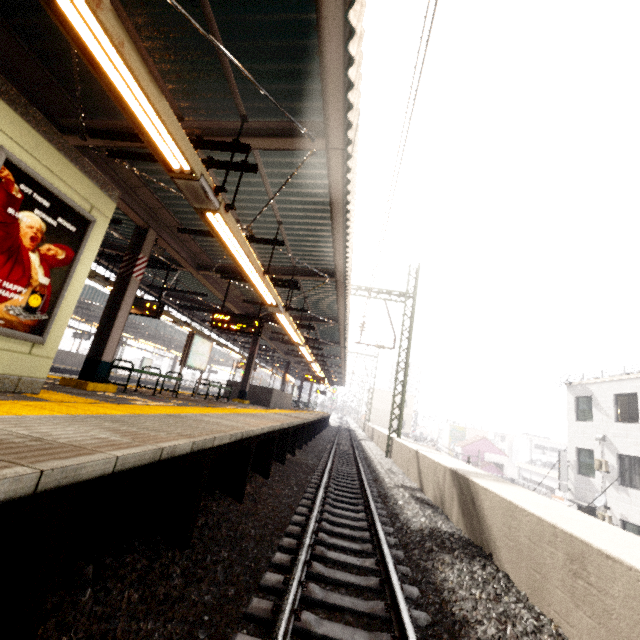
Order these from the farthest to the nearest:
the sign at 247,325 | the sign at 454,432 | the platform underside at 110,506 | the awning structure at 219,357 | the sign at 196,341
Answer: the sign at 454,432, the awning structure at 219,357, the sign at 196,341, the sign at 247,325, the platform underside at 110,506

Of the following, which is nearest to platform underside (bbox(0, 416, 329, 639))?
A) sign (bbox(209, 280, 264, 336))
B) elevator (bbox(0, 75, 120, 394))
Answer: elevator (bbox(0, 75, 120, 394))

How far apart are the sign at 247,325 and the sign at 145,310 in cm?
168

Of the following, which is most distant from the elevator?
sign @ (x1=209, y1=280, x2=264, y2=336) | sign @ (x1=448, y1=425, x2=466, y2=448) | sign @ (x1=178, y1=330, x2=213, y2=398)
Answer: sign @ (x1=448, y1=425, x2=466, y2=448)

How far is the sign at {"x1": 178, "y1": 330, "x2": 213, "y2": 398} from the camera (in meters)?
10.06

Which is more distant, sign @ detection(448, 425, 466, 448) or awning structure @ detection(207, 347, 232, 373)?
sign @ detection(448, 425, 466, 448)

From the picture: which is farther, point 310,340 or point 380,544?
point 310,340

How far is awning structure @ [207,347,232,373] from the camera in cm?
3666
